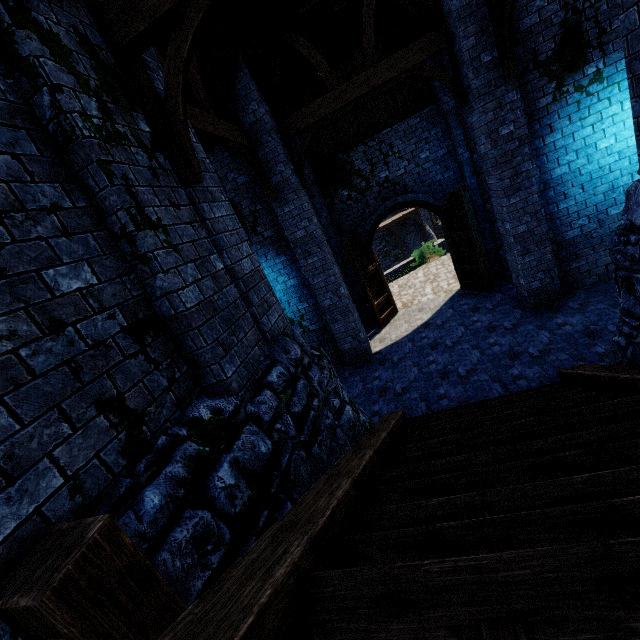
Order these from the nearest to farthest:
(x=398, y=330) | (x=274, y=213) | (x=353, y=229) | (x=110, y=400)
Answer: (x=110, y=400), (x=274, y=213), (x=398, y=330), (x=353, y=229)

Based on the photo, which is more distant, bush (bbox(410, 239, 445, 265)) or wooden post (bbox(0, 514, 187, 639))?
bush (bbox(410, 239, 445, 265))

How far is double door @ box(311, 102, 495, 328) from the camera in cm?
1011

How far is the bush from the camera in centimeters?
1856cm

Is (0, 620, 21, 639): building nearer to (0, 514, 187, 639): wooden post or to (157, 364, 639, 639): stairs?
(0, 514, 187, 639): wooden post

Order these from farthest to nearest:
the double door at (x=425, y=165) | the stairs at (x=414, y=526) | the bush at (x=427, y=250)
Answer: the bush at (x=427, y=250) < the double door at (x=425, y=165) < the stairs at (x=414, y=526)

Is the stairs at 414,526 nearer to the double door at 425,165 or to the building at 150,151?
the building at 150,151

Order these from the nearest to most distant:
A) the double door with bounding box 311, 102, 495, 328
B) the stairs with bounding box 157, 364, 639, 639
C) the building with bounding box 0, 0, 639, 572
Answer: the stairs with bounding box 157, 364, 639, 639
the building with bounding box 0, 0, 639, 572
the double door with bounding box 311, 102, 495, 328
